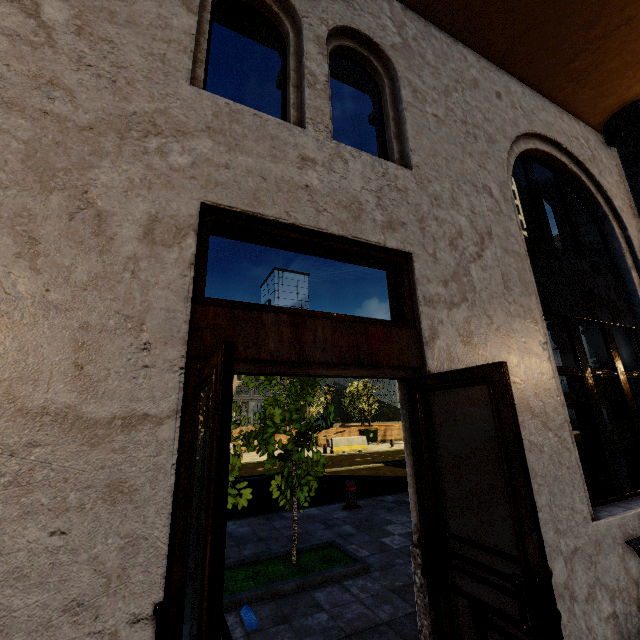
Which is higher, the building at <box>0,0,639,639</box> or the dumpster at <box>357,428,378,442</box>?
the building at <box>0,0,639,639</box>

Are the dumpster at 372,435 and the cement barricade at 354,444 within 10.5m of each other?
yes

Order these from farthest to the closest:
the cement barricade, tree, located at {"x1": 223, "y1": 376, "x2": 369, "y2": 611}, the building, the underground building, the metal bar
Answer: the underground building → the cement barricade → the metal bar → tree, located at {"x1": 223, "y1": 376, "x2": 369, "y2": 611} → the building

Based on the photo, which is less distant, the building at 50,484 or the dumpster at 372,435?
the building at 50,484

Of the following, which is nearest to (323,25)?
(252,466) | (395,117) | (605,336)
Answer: (395,117)

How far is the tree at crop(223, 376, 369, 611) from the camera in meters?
3.8 m

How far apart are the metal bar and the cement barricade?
Result: 11.65m

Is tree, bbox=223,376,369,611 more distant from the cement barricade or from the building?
the cement barricade
